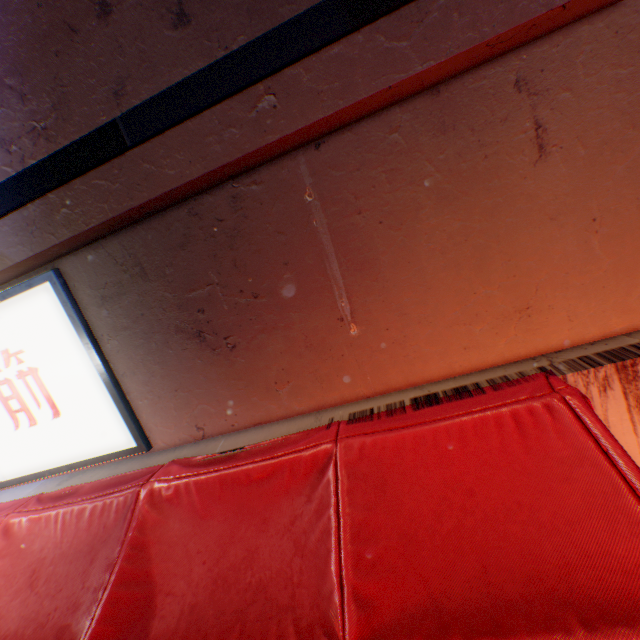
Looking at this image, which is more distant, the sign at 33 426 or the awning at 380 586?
the sign at 33 426

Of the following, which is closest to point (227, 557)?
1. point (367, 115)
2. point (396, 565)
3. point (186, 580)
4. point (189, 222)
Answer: point (186, 580)

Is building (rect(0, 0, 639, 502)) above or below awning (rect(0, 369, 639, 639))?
above

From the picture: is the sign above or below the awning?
above

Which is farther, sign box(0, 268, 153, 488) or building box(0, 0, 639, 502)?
sign box(0, 268, 153, 488)

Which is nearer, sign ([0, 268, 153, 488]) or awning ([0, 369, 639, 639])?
awning ([0, 369, 639, 639])

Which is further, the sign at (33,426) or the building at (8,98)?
the sign at (33,426)
